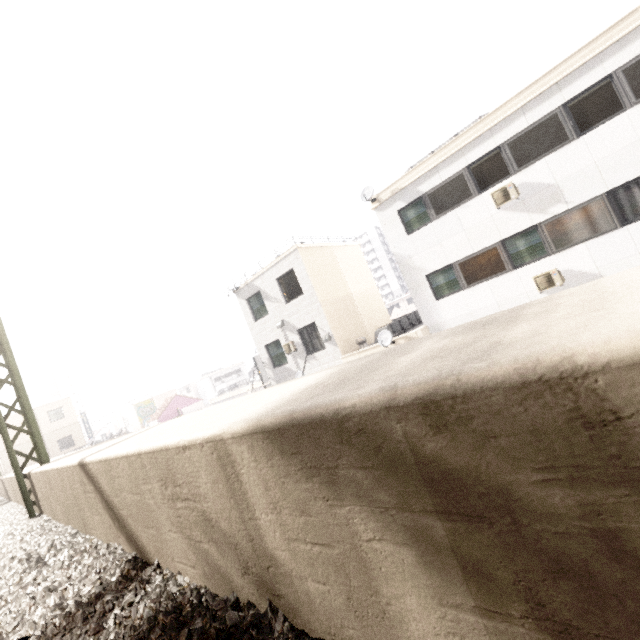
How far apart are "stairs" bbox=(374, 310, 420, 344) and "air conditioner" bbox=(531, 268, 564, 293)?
5.9m

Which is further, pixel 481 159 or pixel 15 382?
pixel 481 159

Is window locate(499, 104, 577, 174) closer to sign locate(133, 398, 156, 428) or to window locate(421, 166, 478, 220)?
window locate(421, 166, 478, 220)

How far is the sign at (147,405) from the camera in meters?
43.2 m

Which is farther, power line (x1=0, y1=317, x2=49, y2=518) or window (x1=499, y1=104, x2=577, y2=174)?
window (x1=499, y1=104, x2=577, y2=174)

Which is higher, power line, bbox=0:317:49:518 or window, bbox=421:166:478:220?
window, bbox=421:166:478:220

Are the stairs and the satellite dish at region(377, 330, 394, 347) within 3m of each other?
yes

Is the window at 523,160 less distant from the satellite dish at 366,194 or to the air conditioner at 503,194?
the air conditioner at 503,194
